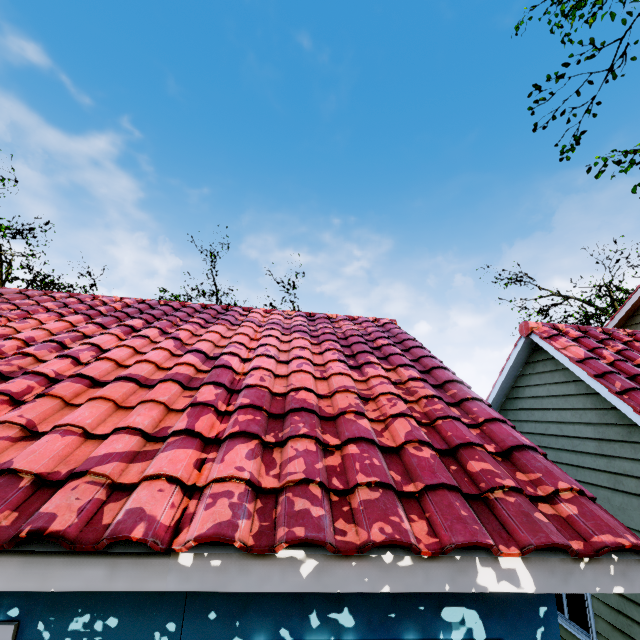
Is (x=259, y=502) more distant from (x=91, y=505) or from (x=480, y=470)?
(x=480, y=470)
